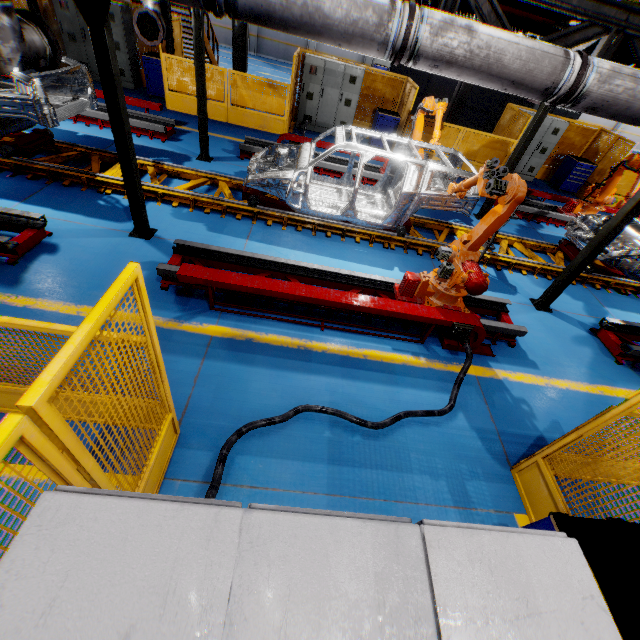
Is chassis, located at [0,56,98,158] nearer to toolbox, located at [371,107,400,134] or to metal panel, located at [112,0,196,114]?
metal panel, located at [112,0,196,114]

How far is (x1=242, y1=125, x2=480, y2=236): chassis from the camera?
6.0m

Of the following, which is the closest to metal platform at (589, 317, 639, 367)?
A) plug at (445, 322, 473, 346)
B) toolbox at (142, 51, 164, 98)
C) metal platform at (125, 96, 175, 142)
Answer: plug at (445, 322, 473, 346)

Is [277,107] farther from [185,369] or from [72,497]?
[72,497]

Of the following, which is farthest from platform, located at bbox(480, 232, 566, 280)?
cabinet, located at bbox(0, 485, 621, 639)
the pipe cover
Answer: cabinet, located at bbox(0, 485, 621, 639)

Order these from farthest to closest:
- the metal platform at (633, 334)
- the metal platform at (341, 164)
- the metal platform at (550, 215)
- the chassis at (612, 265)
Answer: the metal platform at (550, 215), the metal platform at (341, 164), the chassis at (612, 265), the metal platform at (633, 334)

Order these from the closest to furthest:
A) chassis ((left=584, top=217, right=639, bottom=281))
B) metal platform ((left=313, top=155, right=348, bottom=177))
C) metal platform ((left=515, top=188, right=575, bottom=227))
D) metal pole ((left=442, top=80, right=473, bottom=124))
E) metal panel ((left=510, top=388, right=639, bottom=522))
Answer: metal panel ((left=510, top=388, right=639, bottom=522)) < chassis ((left=584, top=217, right=639, bottom=281)) < metal platform ((left=313, top=155, right=348, bottom=177)) < metal platform ((left=515, top=188, right=575, bottom=227)) < metal pole ((left=442, top=80, right=473, bottom=124))

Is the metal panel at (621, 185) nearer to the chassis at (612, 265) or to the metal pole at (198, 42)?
the metal pole at (198, 42)
